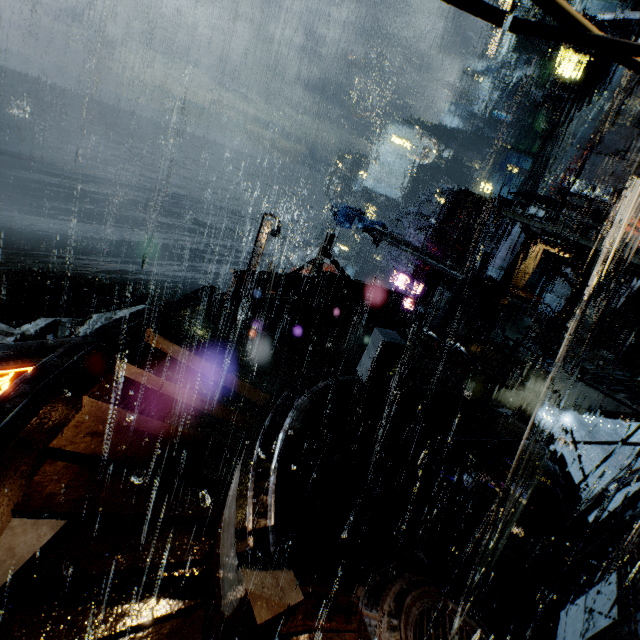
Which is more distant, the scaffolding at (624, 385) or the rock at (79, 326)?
the rock at (79, 326)

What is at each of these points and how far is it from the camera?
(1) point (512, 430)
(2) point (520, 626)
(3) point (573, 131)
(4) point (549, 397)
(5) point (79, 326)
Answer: (1) building vent, 13.5m
(2) building, 12.4m
(3) rock, 56.0m
(4) building, 14.7m
(5) rock, 45.7m

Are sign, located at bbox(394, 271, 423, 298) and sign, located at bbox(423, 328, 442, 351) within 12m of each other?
no

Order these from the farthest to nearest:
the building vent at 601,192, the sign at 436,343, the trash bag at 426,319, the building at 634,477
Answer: the building vent at 601,192
the trash bag at 426,319
the sign at 436,343
the building at 634,477

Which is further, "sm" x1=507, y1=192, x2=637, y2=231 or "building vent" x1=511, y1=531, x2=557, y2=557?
"sm" x1=507, y1=192, x2=637, y2=231

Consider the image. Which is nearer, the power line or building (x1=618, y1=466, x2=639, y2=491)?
the power line

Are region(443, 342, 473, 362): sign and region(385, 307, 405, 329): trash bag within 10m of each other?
yes

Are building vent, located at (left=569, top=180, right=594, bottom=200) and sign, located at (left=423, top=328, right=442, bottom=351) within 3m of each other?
no
